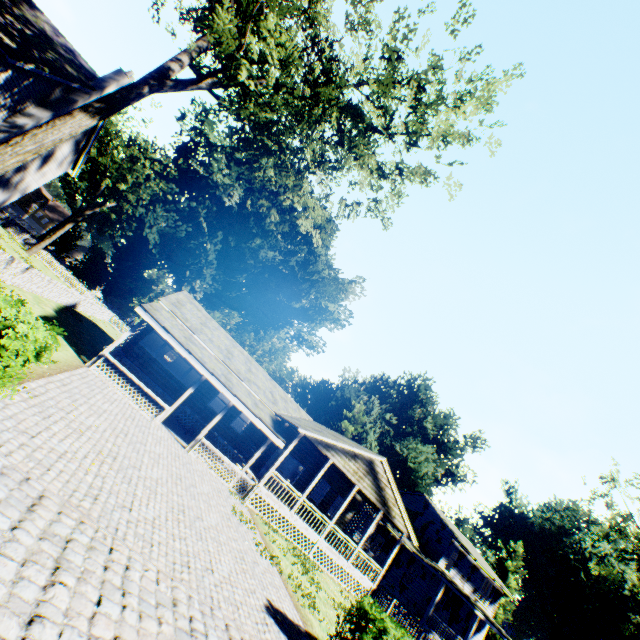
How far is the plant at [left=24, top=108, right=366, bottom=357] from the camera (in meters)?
37.00

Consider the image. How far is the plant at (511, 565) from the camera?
→ 52.55m

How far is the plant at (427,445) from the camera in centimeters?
4609cm

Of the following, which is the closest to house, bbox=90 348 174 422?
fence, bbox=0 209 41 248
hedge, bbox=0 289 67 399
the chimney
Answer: fence, bbox=0 209 41 248

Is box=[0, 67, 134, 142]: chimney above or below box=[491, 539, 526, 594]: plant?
below

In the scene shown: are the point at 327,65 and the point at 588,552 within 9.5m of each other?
no

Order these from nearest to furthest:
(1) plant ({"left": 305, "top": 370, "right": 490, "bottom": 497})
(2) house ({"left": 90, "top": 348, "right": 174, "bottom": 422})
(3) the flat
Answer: (2) house ({"left": 90, "top": 348, "right": 174, "bottom": 422}) → (3) the flat → (1) plant ({"left": 305, "top": 370, "right": 490, "bottom": 497})
